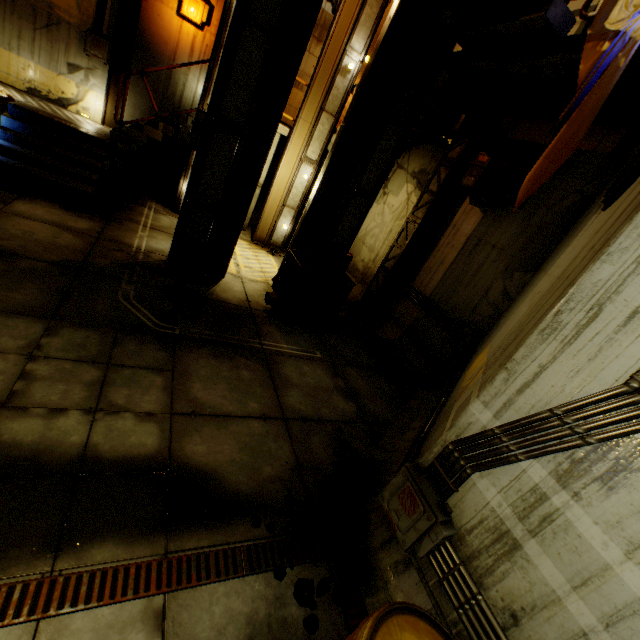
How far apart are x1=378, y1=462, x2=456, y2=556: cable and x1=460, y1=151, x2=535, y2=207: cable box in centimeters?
559cm

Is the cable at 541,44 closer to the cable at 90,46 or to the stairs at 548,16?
the stairs at 548,16

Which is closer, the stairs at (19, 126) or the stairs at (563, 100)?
the stairs at (563, 100)

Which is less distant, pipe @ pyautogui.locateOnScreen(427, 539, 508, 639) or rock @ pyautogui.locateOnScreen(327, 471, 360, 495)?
pipe @ pyautogui.locateOnScreen(427, 539, 508, 639)

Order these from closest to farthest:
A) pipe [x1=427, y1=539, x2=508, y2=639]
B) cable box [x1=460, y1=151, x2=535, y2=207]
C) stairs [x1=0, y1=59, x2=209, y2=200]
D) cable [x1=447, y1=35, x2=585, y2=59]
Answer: pipe [x1=427, y1=539, x2=508, y2=639] → cable [x1=447, y1=35, x2=585, y2=59] → cable box [x1=460, y1=151, x2=535, y2=207] → stairs [x1=0, y1=59, x2=209, y2=200]

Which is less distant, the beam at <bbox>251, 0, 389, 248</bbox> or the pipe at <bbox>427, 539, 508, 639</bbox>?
A: the pipe at <bbox>427, 539, 508, 639</bbox>

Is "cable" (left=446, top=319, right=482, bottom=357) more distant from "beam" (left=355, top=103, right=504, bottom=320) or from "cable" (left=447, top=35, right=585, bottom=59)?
"cable" (left=447, top=35, right=585, bottom=59)

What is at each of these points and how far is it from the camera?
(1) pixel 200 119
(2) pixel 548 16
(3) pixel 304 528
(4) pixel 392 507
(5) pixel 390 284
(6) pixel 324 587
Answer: (1) cable box, 5.5m
(2) stairs, 4.2m
(3) rock, 3.3m
(4) cable, 3.2m
(5) beam, 8.9m
(6) rock, 2.9m
